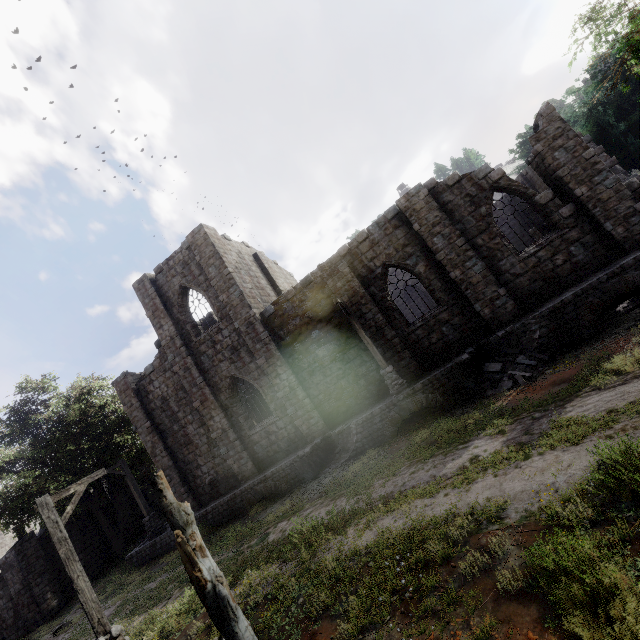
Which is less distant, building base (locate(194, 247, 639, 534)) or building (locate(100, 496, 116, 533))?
building base (locate(194, 247, 639, 534))

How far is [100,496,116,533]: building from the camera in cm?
2520

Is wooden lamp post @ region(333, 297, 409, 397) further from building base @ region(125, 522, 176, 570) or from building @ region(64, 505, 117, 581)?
building @ region(64, 505, 117, 581)

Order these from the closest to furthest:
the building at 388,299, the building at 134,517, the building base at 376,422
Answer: the building base at 376,422 < the building at 388,299 < the building at 134,517

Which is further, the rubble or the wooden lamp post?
the wooden lamp post

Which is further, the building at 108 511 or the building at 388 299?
the building at 108 511

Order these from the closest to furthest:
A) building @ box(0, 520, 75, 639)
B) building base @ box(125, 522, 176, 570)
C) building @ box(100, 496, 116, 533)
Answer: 1. building base @ box(125, 522, 176, 570)
2. building @ box(0, 520, 75, 639)
3. building @ box(100, 496, 116, 533)

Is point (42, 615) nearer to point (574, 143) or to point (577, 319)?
point (577, 319)
